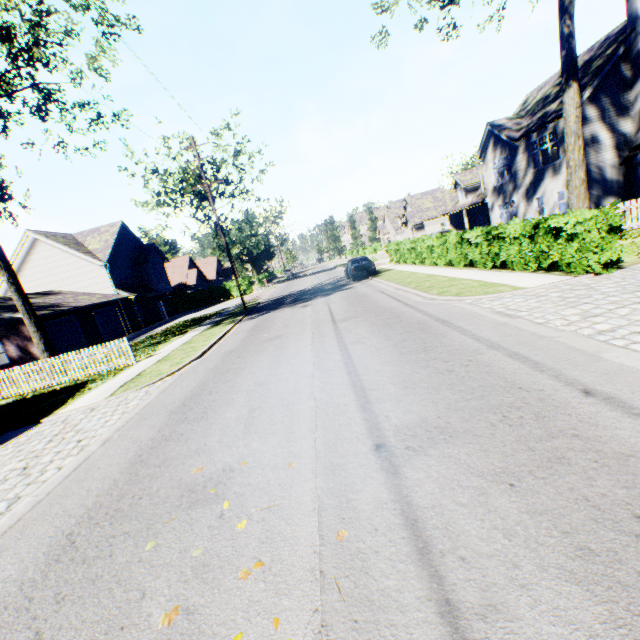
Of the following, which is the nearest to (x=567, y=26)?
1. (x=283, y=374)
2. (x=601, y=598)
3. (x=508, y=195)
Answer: (x=508, y=195)

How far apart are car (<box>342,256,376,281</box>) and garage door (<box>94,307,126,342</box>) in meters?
20.8 m

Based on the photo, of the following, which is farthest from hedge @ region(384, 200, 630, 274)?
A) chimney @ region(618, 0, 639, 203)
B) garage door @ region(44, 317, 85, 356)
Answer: garage door @ region(44, 317, 85, 356)

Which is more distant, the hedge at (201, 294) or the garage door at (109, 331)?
the hedge at (201, 294)

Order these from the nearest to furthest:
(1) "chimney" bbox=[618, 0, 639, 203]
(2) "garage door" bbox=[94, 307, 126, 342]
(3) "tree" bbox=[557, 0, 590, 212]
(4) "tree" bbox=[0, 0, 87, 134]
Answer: (4) "tree" bbox=[0, 0, 87, 134] → (3) "tree" bbox=[557, 0, 590, 212] → (1) "chimney" bbox=[618, 0, 639, 203] → (2) "garage door" bbox=[94, 307, 126, 342]

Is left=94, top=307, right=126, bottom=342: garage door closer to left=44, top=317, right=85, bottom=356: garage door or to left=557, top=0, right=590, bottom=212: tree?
left=44, top=317, right=85, bottom=356: garage door

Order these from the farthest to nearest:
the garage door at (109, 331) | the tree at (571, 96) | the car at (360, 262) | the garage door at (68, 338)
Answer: the garage door at (109, 331), the car at (360, 262), the garage door at (68, 338), the tree at (571, 96)

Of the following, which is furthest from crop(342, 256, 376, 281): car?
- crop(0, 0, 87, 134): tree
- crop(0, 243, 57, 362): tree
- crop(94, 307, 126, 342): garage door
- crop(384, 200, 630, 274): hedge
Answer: crop(94, 307, 126, 342): garage door
